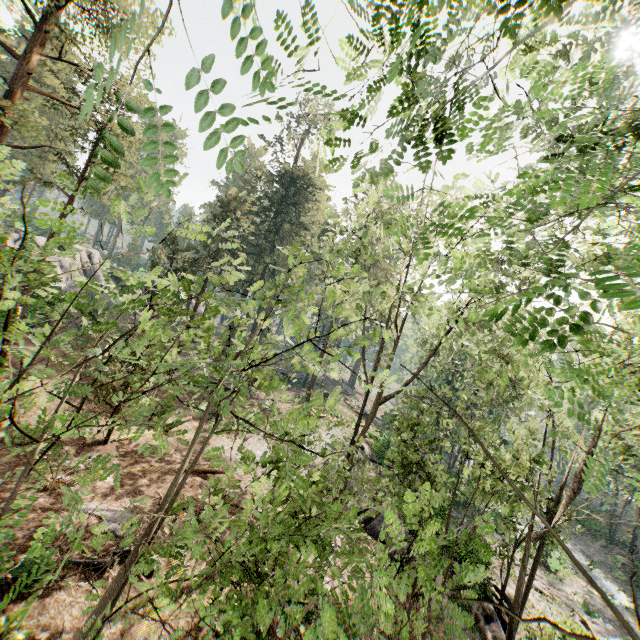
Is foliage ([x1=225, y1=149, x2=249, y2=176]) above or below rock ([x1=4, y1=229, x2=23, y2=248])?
above

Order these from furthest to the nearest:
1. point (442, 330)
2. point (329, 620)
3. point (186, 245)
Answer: point (186, 245), point (442, 330), point (329, 620)

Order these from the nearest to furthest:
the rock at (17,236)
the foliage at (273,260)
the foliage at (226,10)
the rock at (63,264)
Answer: the foliage at (226,10) < the foliage at (273,260) < the rock at (17,236) < the rock at (63,264)

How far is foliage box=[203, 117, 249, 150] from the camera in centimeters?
118cm

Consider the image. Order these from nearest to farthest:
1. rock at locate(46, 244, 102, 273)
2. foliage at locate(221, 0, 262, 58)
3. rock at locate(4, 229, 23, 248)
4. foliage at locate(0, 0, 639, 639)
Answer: foliage at locate(221, 0, 262, 58), foliage at locate(0, 0, 639, 639), rock at locate(4, 229, 23, 248), rock at locate(46, 244, 102, 273)

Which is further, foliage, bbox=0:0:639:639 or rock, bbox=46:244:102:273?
rock, bbox=46:244:102:273

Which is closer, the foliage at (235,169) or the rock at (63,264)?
the foliage at (235,169)
